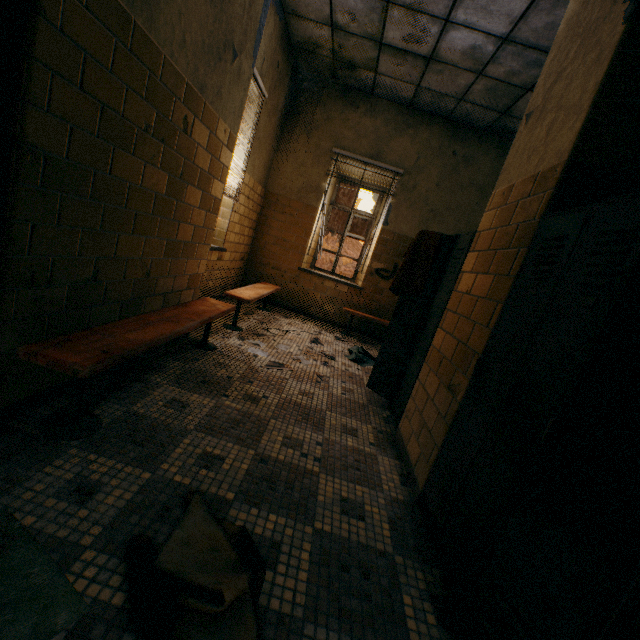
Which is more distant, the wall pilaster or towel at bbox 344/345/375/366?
towel at bbox 344/345/375/366

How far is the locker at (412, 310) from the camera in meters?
2.6

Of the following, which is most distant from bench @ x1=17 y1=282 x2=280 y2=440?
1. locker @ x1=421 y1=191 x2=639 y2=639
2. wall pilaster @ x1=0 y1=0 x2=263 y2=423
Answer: locker @ x1=421 y1=191 x2=639 y2=639

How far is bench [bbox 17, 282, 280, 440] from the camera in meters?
1.4 m

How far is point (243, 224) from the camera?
5.3 meters

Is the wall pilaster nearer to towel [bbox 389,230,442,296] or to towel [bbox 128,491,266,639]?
towel [bbox 128,491,266,639]

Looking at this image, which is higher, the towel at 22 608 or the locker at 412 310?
the locker at 412 310

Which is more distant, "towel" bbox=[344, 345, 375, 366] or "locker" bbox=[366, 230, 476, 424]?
"towel" bbox=[344, 345, 375, 366]
